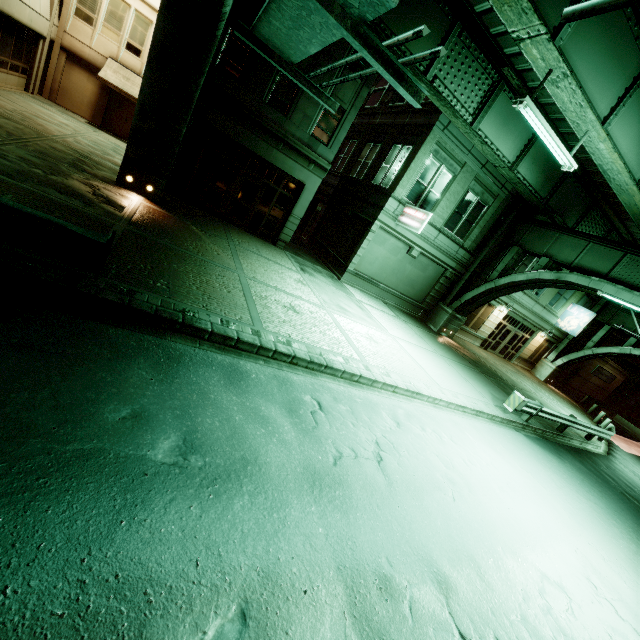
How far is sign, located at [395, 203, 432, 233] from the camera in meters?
16.0

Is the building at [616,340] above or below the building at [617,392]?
above

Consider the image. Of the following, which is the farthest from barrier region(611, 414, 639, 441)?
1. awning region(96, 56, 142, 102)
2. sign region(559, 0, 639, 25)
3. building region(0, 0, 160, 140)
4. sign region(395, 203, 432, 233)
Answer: awning region(96, 56, 142, 102)

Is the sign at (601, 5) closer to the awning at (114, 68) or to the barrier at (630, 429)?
the awning at (114, 68)

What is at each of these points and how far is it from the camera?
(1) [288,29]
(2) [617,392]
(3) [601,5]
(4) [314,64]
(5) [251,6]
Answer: (1) sign, 4.2 meters
(2) building, 39.2 meters
(3) sign, 1.8 meters
(4) building, 14.0 meters
(5) building, 12.4 meters

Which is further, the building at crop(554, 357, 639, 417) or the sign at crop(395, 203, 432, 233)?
the building at crop(554, 357, 639, 417)

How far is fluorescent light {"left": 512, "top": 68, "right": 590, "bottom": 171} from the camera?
8.6m

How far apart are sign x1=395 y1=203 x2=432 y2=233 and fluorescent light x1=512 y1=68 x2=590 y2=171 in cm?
579
